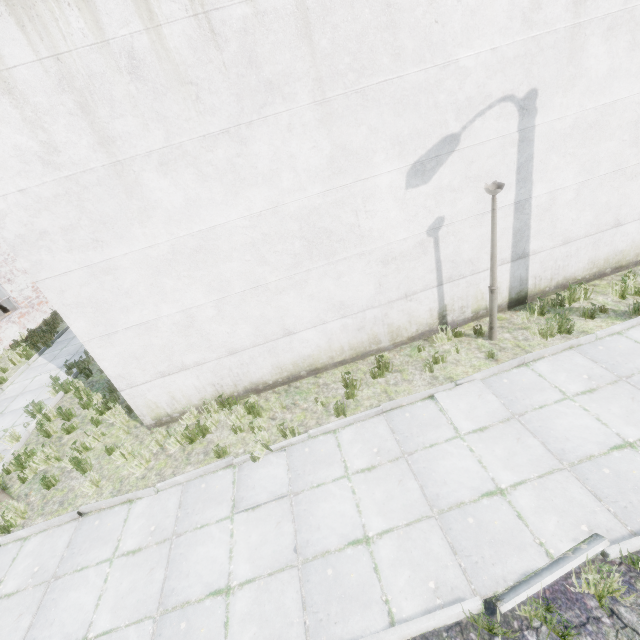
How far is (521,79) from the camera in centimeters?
565cm

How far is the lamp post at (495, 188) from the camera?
5.7 meters

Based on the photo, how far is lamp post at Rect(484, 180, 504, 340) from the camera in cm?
568
